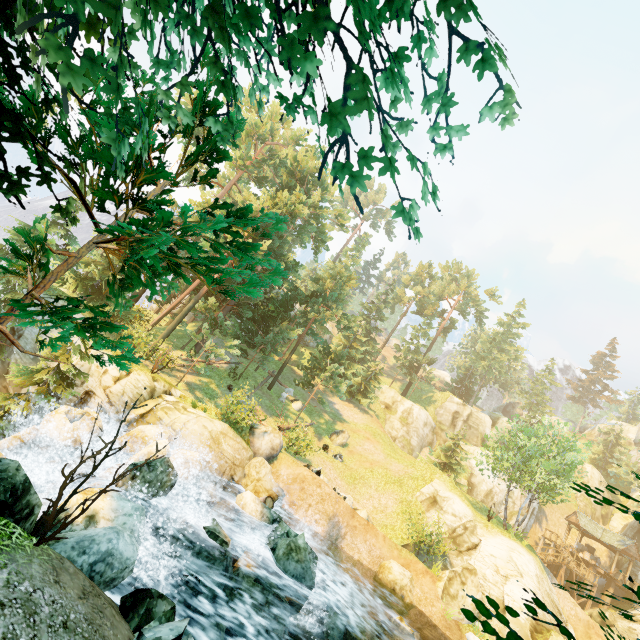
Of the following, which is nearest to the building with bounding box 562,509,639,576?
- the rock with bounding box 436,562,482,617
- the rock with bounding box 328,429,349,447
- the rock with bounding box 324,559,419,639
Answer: the rock with bounding box 436,562,482,617

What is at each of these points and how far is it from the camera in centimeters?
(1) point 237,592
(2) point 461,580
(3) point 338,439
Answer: (1) rock, 1020cm
(2) rock, 1727cm
(3) rock, 2917cm

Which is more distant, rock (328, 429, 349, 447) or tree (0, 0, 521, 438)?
rock (328, 429, 349, 447)

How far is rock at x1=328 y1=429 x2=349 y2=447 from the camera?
29.12m

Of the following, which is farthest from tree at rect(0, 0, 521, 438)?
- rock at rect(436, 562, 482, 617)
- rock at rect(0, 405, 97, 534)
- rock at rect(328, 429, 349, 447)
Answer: rock at rect(436, 562, 482, 617)

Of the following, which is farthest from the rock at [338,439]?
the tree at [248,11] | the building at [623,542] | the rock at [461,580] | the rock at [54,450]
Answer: the building at [623,542]

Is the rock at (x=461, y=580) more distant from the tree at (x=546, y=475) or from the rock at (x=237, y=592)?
the rock at (x=237, y=592)

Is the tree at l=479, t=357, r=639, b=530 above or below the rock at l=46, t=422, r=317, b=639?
above
